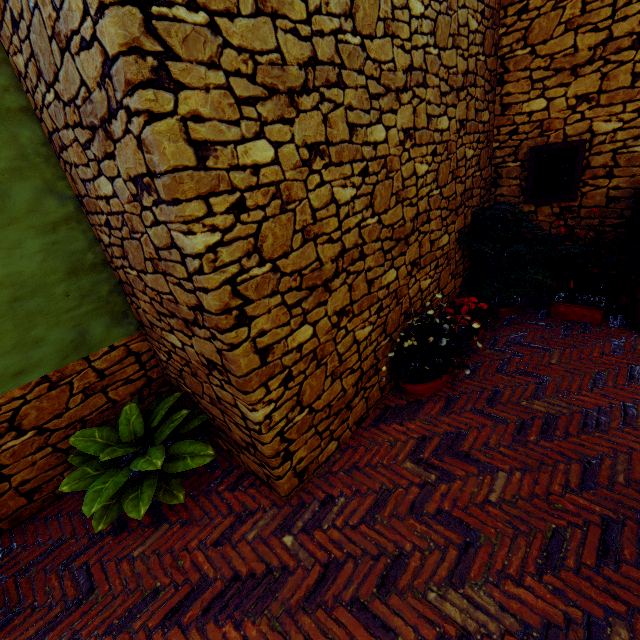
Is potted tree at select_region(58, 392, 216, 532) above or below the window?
below

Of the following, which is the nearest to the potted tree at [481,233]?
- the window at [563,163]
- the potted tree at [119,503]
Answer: the window at [563,163]

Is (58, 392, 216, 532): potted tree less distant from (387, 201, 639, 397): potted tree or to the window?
(387, 201, 639, 397): potted tree

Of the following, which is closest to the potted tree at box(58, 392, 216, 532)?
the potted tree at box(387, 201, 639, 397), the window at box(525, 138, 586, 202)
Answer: the potted tree at box(387, 201, 639, 397)

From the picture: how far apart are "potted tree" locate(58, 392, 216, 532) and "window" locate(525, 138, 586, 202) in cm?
497

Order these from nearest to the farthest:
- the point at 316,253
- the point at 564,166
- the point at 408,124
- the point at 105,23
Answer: the point at 105,23
the point at 316,253
the point at 408,124
the point at 564,166

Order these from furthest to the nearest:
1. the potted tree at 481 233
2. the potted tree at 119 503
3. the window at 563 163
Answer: the window at 563 163, the potted tree at 481 233, the potted tree at 119 503
